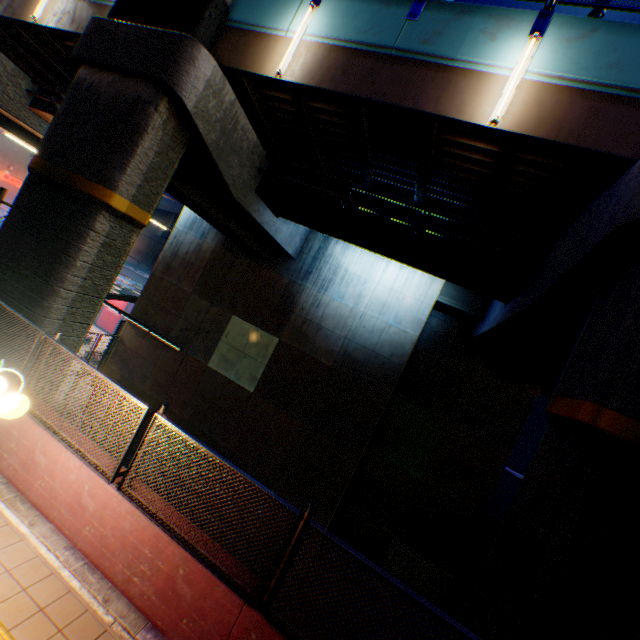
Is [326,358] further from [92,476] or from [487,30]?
[487,30]

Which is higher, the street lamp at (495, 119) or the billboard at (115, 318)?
the street lamp at (495, 119)

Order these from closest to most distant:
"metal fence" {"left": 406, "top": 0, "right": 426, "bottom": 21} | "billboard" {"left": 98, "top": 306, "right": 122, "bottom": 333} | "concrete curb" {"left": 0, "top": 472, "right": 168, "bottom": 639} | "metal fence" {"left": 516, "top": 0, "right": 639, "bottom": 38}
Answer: "concrete curb" {"left": 0, "top": 472, "right": 168, "bottom": 639}
"metal fence" {"left": 516, "top": 0, "right": 639, "bottom": 38}
"metal fence" {"left": 406, "top": 0, "right": 426, "bottom": 21}
"billboard" {"left": 98, "top": 306, "right": 122, "bottom": 333}

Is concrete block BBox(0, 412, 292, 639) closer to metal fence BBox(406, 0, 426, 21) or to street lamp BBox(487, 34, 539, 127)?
metal fence BBox(406, 0, 426, 21)

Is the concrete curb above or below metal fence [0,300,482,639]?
below

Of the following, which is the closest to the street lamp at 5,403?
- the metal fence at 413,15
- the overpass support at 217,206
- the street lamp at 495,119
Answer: the metal fence at 413,15

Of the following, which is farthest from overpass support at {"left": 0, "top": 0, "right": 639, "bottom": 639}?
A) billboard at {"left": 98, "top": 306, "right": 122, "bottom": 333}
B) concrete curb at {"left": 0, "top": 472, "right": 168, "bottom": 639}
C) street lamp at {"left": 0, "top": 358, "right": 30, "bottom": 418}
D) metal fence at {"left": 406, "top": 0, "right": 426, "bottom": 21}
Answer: billboard at {"left": 98, "top": 306, "right": 122, "bottom": 333}

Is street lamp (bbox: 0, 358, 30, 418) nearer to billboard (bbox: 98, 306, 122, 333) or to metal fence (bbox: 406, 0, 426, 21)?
metal fence (bbox: 406, 0, 426, 21)
